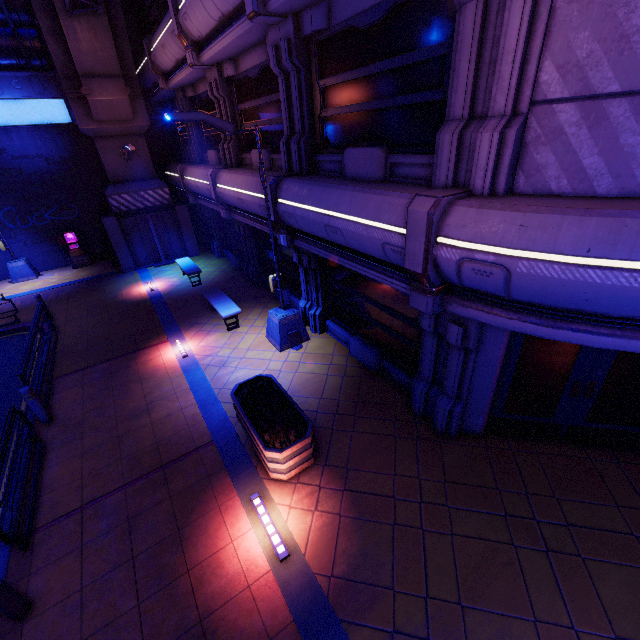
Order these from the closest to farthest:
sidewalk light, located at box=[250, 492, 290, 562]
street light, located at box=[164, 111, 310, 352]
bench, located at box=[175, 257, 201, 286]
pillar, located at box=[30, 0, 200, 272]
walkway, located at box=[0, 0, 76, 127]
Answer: sidewalk light, located at box=[250, 492, 290, 562]
street light, located at box=[164, 111, 310, 352]
pillar, located at box=[30, 0, 200, 272]
walkway, located at box=[0, 0, 76, 127]
bench, located at box=[175, 257, 201, 286]

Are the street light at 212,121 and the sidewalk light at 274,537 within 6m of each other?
yes

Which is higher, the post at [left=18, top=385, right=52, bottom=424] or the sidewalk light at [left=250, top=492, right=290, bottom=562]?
A: the post at [left=18, top=385, right=52, bottom=424]

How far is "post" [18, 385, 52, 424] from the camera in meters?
7.3 m

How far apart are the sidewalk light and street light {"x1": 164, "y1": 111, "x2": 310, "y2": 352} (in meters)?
4.40

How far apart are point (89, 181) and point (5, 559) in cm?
1844

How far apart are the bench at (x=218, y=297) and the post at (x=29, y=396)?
4.9m

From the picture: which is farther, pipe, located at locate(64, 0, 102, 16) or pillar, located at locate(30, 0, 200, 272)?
pillar, located at locate(30, 0, 200, 272)
